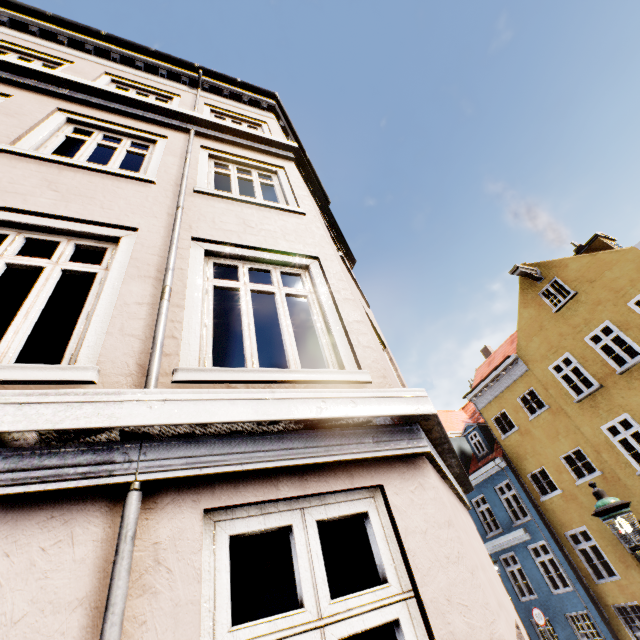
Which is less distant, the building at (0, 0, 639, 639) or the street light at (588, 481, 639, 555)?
the building at (0, 0, 639, 639)

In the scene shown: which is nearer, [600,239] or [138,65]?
[138,65]

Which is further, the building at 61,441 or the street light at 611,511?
the street light at 611,511
